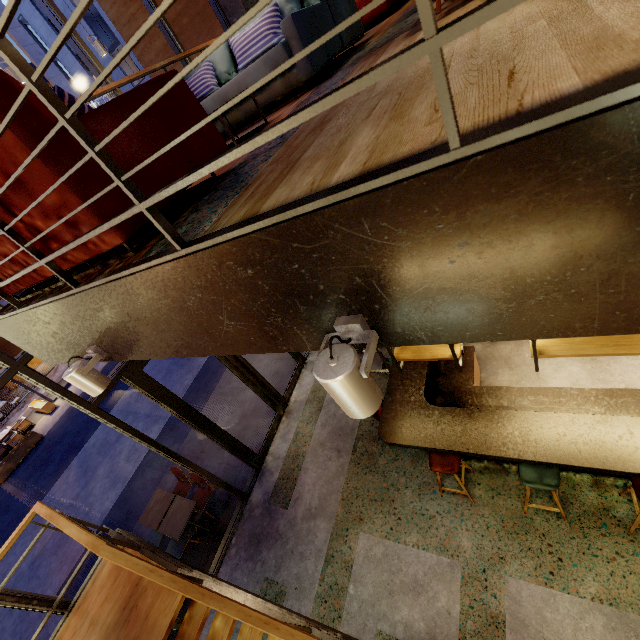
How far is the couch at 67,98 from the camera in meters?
1.5

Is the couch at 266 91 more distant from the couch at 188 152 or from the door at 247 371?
the door at 247 371

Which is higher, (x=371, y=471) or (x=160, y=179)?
(x=160, y=179)

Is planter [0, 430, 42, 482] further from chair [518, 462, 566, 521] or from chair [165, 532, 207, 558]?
chair [518, 462, 566, 521]

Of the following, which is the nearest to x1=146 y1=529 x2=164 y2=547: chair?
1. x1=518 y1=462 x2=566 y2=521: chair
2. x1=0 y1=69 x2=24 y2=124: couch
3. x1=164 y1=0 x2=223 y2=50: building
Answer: x1=164 y1=0 x2=223 y2=50: building

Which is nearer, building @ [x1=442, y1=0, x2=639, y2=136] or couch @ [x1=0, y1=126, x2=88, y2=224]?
building @ [x1=442, y1=0, x2=639, y2=136]

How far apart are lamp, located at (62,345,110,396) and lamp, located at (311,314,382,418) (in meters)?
1.94

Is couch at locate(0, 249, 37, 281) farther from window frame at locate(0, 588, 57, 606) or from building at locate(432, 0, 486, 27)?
window frame at locate(0, 588, 57, 606)
